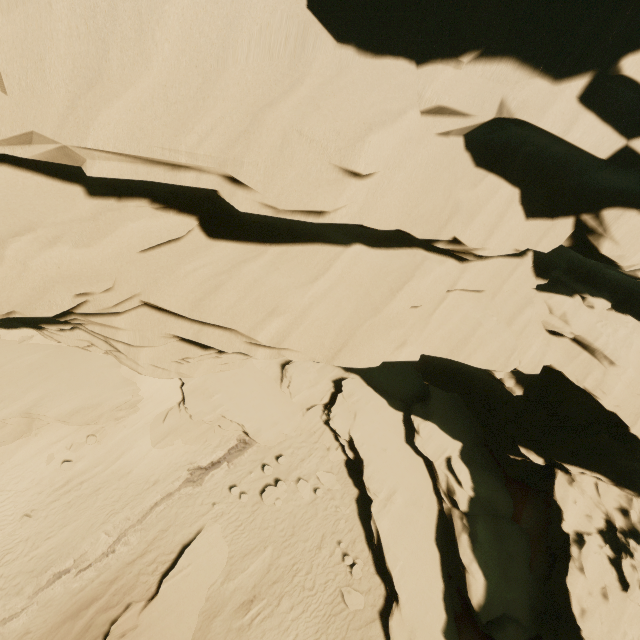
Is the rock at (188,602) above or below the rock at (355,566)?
below

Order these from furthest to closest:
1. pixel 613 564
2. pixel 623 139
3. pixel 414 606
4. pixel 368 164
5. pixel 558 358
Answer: pixel 414 606, pixel 613 564, pixel 558 358, pixel 623 139, pixel 368 164

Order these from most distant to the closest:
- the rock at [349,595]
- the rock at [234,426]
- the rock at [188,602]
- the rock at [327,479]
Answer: the rock at [327,479]
the rock at [349,595]
the rock at [188,602]
the rock at [234,426]

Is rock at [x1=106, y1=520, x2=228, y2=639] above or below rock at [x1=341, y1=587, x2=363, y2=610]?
below

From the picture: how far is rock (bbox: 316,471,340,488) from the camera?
16.7m

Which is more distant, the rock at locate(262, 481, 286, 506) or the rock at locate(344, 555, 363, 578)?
the rock at locate(262, 481, 286, 506)

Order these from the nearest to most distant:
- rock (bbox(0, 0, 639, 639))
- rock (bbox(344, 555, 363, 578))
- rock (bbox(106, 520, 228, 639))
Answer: rock (bbox(0, 0, 639, 639)), rock (bbox(106, 520, 228, 639)), rock (bbox(344, 555, 363, 578))
